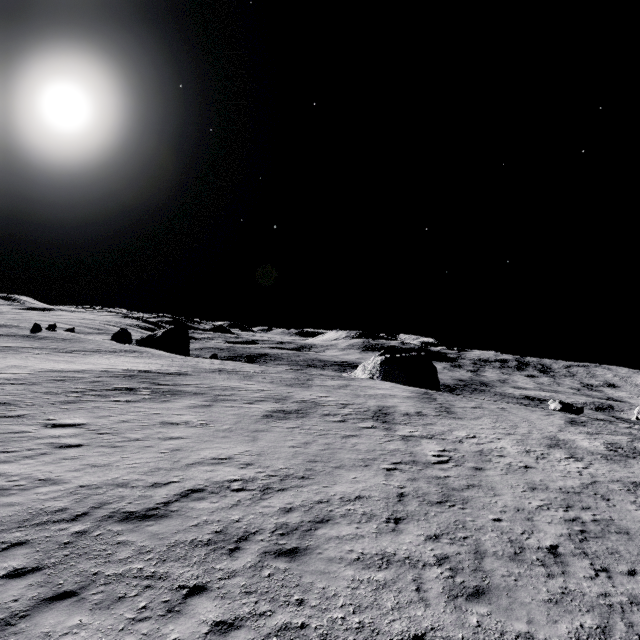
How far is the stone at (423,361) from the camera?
50.6m

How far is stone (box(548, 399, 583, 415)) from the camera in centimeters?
3625cm

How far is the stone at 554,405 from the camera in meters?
36.2

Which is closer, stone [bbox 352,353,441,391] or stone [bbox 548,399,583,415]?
stone [bbox 548,399,583,415]

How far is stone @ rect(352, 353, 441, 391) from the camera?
50.56m

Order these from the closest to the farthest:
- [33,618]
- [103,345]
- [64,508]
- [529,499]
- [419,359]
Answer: [33,618] < [64,508] < [529,499] < [103,345] < [419,359]
